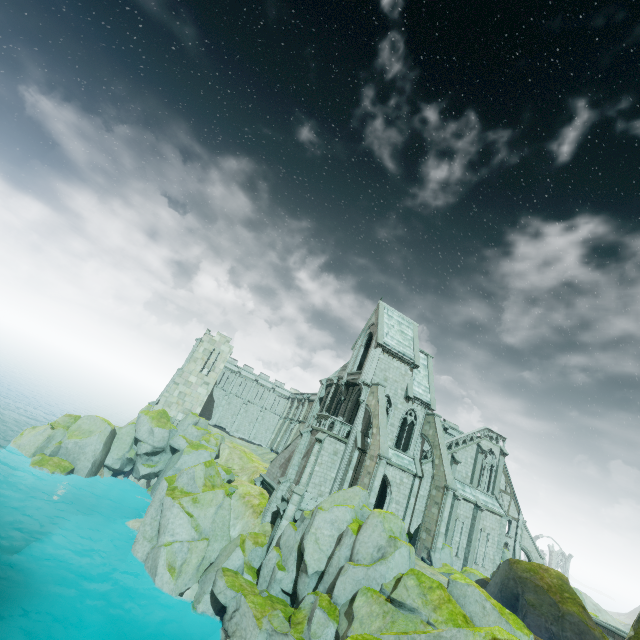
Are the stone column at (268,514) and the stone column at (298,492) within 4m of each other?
yes

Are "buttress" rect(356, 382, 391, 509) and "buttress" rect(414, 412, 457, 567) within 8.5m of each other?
yes

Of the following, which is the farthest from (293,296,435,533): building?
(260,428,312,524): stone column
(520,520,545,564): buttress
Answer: (260,428,312,524): stone column

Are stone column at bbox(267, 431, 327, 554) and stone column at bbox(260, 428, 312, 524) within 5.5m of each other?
yes

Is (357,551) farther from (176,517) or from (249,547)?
(176,517)

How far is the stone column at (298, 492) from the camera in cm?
2469

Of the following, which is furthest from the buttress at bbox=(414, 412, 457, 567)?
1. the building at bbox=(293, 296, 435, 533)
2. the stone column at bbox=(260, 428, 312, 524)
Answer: the stone column at bbox=(260, 428, 312, 524)

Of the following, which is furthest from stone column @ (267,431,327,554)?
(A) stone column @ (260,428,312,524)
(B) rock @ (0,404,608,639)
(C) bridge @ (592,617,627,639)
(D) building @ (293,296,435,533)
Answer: (C) bridge @ (592,617,627,639)
